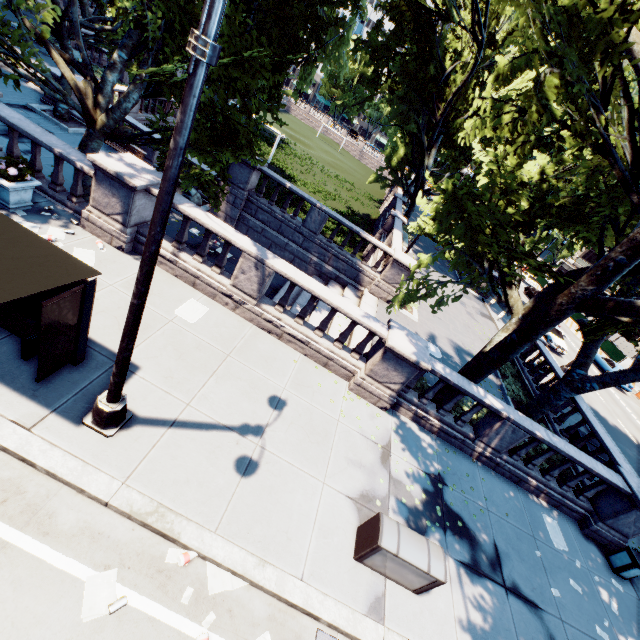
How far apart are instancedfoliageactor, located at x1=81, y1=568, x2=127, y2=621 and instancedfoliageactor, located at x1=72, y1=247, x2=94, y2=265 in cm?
694

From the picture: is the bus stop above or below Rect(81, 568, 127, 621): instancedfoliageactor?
above

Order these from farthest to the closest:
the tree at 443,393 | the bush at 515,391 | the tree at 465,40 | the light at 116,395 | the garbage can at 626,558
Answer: the bush at 515,391, the tree at 443,393, the garbage can at 626,558, the tree at 465,40, the light at 116,395

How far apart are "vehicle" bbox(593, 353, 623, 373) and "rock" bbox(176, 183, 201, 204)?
37.02m

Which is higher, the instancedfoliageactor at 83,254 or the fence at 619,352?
the fence at 619,352

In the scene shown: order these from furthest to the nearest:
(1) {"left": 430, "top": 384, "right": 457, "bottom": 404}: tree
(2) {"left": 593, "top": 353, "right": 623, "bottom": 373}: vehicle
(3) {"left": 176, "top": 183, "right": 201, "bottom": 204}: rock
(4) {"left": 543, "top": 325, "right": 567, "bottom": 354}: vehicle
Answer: (2) {"left": 593, "top": 353, "right": 623, "bottom": 373}: vehicle → (4) {"left": 543, "top": 325, "right": 567, "bottom": 354}: vehicle → (3) {"left": 176, "top": 183, "right": 201, "bottom": 204}: rock → (1) {"left": 430, "top": 384, "right": 457, "bottom": 404}: tree

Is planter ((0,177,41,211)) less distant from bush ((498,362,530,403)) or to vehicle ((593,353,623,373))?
bush ((498,362,530,403))

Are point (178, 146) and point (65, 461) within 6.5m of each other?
yes
